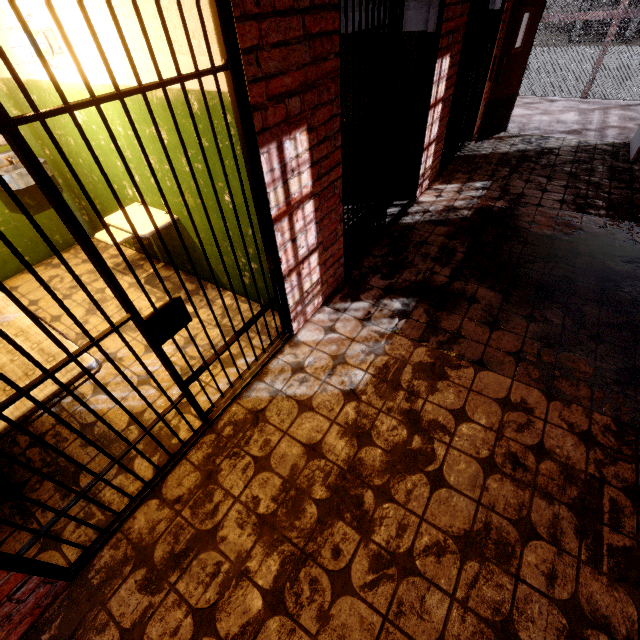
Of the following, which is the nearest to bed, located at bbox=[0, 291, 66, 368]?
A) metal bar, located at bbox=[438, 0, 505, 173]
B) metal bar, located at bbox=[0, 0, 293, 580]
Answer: metal bar, located at bbox=[0, 0, 293, 580]

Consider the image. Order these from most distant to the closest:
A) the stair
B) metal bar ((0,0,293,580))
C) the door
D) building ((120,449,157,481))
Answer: the stair → the door → building ((120,449,157,481)) → metal bar ((0,0,293,580))

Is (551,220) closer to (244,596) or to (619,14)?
(244,596)

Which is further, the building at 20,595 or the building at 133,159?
the building at 133,159

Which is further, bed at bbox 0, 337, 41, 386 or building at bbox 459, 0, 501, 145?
building at bbox 459, 0, 501, 145

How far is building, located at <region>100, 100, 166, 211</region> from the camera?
2.6 meters

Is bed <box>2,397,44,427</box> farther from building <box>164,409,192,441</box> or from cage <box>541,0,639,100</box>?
cage <box>541,0,639,100</box>
